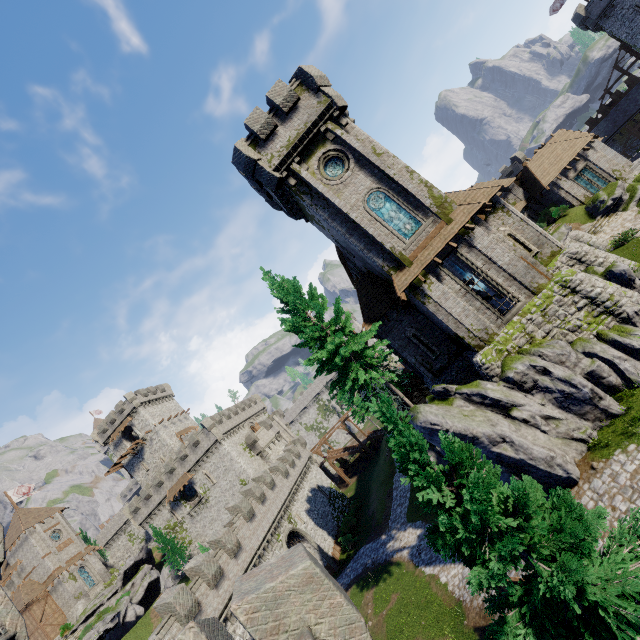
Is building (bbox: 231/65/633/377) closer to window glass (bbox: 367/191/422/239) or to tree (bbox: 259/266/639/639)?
window glass (bbox: 367/191/422/239)

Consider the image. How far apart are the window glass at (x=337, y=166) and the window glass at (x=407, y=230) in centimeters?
235cm

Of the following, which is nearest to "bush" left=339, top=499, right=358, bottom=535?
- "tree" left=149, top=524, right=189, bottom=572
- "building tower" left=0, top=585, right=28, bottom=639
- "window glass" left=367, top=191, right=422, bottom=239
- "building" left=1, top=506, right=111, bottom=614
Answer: "tree" left=149, top=524, right=189, bottom=572

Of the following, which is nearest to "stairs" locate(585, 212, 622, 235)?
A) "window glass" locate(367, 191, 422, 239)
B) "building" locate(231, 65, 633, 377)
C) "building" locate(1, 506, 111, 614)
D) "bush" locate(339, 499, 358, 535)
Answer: "building" locate(231, 65, 633, 377)

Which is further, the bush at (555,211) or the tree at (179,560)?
the tree at (179,560)

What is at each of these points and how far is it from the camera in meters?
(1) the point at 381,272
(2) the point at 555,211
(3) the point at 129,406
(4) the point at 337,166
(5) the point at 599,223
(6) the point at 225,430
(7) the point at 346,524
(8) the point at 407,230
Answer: (1) building, 20.7 m
(2) bush, 34.3 m
(3) building, 58.2 m
(4) window glass, 20.8 m
(5) stairs, 29.4 m
(6) building tower, 51.4 m
(7) bush, 38.3 m
(8) window glass, 19.6 m

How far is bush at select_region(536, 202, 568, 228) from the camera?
34.1 meters

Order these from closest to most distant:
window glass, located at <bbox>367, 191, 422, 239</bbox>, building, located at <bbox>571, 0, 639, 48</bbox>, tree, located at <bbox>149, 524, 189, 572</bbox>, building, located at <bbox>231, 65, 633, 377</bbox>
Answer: building, located at <bbox>231, 65, 633, 377</bbox> < window glass, located at <bbox>367, 191, 422, 239</bbox> < building, located at <bbox>571, 0, 639, 48</bbox> < tree, located at <bbox>149, 524, 189, 572</bbox>
